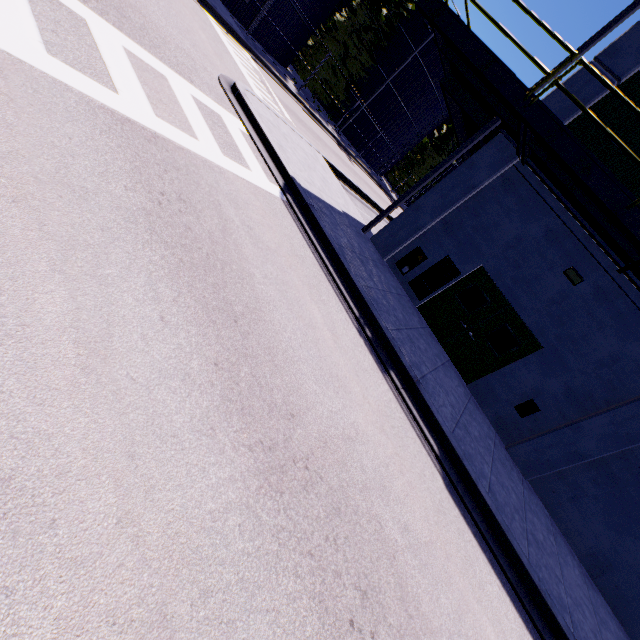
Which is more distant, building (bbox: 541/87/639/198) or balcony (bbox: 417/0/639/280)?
building (bbox: 541/87/639/198)

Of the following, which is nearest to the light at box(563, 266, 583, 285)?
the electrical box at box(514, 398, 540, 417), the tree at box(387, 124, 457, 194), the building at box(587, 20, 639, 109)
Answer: the building at box(587, 20, 639, 109)

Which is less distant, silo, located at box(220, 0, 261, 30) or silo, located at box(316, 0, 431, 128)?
silo, located at box(220, 0, 261, 30)

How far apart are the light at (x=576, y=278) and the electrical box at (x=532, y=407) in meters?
3.3 m

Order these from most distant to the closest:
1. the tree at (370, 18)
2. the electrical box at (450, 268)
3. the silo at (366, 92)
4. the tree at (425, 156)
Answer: the tree at (425, 156) < the silo at (366, 92) < the tree at (370, 18) < the electrical box at (450, 268)

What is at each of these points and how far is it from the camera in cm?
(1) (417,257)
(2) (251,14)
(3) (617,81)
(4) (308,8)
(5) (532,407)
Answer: (1) electrical box, 1092
(2) silo, 1919
(3) building, 824
(4) silo, 2097
(5) electrical box, 905

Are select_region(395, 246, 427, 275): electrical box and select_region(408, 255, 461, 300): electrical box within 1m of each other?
yes

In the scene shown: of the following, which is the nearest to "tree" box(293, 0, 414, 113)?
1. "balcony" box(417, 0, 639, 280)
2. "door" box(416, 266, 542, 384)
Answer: "balcony" box(417, 0, 639, 280)
